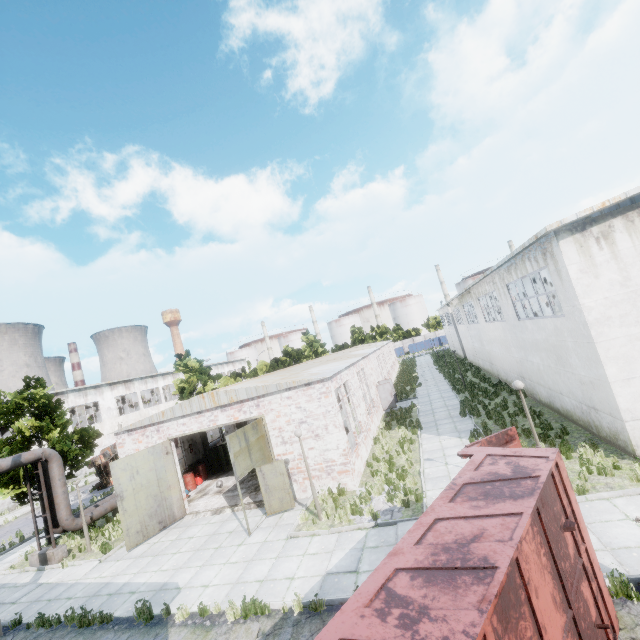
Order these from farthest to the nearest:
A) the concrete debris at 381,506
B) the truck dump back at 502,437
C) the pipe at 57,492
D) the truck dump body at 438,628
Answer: the pipe at 57,492 → the concrete debris at 381,506 → the truck dump back at 502,437 → the truck dump body at 438,628

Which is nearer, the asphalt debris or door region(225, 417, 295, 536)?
the asphalt debris

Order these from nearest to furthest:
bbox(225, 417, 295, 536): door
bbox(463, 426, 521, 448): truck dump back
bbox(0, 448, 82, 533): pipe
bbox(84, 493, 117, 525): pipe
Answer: bbox(463, 426, 521, 448): truck dump back
bbox(225, 417, 295, 536): door
bbox(0, 448, 82, 533): pipe
bbox(84, 493, 117, 525): pipe

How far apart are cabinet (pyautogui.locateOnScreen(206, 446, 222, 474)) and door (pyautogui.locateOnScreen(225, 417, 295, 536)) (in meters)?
9.35

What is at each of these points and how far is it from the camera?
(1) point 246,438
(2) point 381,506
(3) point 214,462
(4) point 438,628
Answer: (1) door, 13.8 meters
(2) concrete debris, 11.7 meters
(3) cabinet, 22.6 meters
(4) truck dump body, 3.2 meters

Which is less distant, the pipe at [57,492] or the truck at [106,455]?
the pipe at [57,492]

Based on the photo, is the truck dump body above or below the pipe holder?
above

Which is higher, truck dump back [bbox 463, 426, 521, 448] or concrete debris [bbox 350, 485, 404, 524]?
truck dump back [bbox 463, 426, 521, 448]
